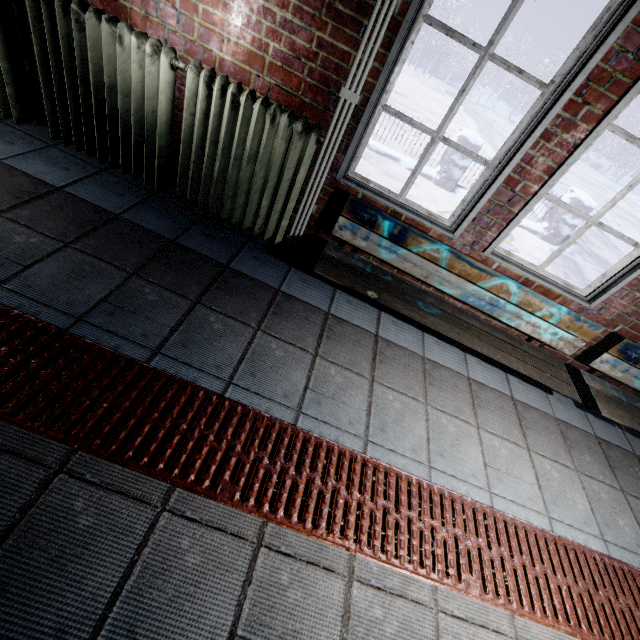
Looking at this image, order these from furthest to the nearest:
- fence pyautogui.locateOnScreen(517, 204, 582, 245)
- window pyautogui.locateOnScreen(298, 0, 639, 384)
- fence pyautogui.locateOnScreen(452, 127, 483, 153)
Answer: fence pyautogui.locateOnScreen(517, 204, 582, 245)
fence pyautogui.locateOnScreen(452, 127, 483, 153)
window pyautogui.locateOnScreen(298, 0, 639, 384)

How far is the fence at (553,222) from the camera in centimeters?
593cm

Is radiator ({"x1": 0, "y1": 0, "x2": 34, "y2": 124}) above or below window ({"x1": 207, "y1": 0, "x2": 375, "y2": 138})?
below

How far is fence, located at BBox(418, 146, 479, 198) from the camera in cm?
561

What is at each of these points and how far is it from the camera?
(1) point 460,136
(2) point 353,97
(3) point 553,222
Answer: (1) fence, 5.4m
(2) wire, 1.8m
(3) fence, 6.1m

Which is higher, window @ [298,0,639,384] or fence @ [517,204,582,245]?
window @ [298,0,639,384]

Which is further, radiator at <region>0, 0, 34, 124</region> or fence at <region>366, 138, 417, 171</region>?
fence at <region>366, 138, 417, 171</region>
